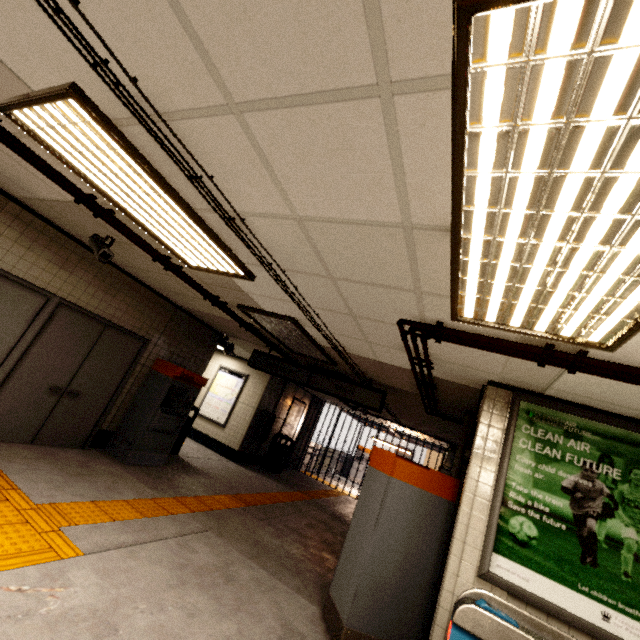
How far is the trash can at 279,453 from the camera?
10.52m

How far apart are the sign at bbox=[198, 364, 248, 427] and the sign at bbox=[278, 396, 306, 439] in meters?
2.1

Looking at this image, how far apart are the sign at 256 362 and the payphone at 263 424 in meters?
3.4 m

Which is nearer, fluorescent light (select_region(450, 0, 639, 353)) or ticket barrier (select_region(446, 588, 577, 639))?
fluorescent light (select_region(450, 0, 639, 353))

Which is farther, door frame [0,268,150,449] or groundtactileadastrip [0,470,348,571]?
door frame [0,268,150,449]

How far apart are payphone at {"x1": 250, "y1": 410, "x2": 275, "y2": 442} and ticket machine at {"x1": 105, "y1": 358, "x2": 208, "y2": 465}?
3.6m

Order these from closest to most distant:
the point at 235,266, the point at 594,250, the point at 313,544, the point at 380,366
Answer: the point at 594,250, the point at 235,266, the point at 380,366, the point at 313,544

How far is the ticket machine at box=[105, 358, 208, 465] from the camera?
5.85m
